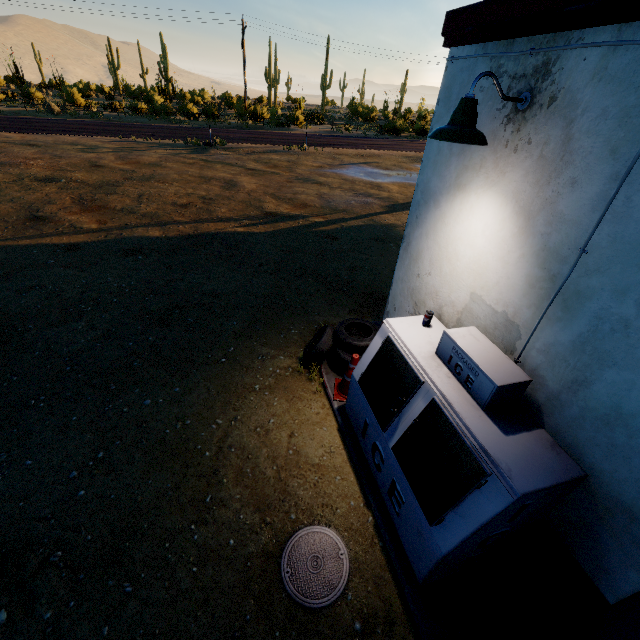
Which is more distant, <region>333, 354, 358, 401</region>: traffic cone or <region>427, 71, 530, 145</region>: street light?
<region>333, 354, 358, 401</region>: traffic cone

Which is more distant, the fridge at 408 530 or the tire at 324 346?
the tire at 324 346

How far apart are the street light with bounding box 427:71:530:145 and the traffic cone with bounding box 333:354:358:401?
2.61m

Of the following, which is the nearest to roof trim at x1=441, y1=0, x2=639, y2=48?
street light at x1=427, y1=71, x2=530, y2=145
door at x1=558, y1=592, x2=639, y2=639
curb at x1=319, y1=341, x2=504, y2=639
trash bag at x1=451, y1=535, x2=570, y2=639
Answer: street light at x1=427, y1=71, x2=530, y2=145

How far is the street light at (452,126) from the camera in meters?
2.3 m

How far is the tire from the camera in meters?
4.6

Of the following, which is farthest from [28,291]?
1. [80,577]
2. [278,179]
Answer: [278,179]

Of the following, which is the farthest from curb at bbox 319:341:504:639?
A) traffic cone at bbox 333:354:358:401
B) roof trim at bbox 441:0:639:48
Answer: roof trim at bbox 441:0:639:48
